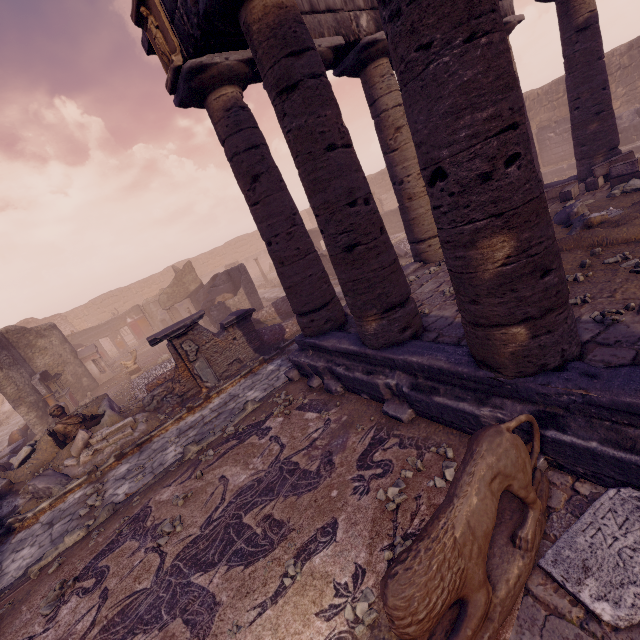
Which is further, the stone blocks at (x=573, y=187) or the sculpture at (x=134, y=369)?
the sculpture at (x=134, y=369)

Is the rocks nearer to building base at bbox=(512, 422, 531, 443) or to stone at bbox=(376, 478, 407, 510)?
building base at bbox=(512, 422, 531, 443)

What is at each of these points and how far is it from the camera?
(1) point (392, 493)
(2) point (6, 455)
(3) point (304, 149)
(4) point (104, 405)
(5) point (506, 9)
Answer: (1) stone, 3.75m
(2) debris pile, 12.05m
(3) column, 4.47m
(4) building debris, 10.10m
(5) entablature, 10.19m

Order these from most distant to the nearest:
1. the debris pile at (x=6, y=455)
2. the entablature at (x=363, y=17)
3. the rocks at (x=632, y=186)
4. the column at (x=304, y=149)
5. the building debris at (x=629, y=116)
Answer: the building debris at (x=629, y=116), the debris pile at (x=6, y=455), the rocks at (x=632, y=186), the entablature at (x=363, y=17), the column at (x=304, y=149)

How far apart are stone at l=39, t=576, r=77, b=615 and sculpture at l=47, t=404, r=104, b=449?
5.2m

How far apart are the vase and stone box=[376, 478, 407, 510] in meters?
17.0 m

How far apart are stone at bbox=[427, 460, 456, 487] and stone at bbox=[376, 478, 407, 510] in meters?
0.1 m

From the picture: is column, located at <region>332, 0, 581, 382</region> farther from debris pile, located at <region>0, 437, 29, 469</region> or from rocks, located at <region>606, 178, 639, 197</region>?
debris pile, located at <region>0, 437, 29, 469</region>
